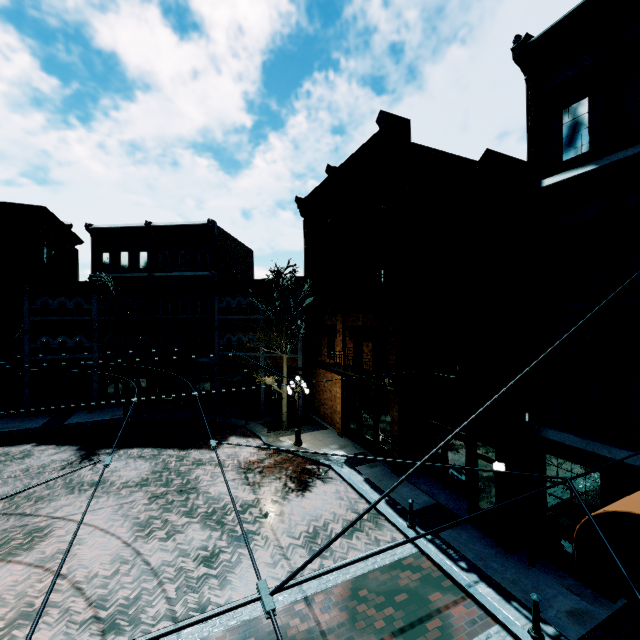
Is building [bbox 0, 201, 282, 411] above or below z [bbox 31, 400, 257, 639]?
above

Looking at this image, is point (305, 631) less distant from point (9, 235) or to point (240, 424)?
point (240, 424)

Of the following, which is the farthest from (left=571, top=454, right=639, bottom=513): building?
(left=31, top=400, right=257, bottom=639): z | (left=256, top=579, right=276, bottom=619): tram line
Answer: (left=256, top=579, right=276, bottom=619): tram line

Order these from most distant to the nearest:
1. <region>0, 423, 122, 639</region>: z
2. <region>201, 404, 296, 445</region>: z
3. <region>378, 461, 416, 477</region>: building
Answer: <region>201, 404, 296, 445</region>: z
<region>378, 461, 416, 477</region>: building
<region>0, 423, 122, 639</region>: z

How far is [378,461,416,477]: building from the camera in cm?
1362

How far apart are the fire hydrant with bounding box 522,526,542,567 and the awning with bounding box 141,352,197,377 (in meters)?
19.91

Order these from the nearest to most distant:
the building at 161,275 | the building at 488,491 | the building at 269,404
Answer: the building at 488,491 < the building at 161,275 < the building at 269,404

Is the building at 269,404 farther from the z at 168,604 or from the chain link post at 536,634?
the chain link post at 536,634
